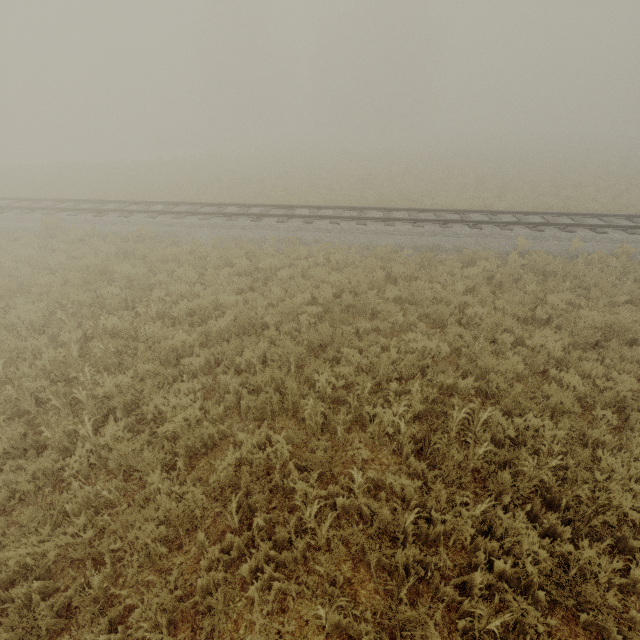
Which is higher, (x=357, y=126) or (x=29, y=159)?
(x=357, y=126)
